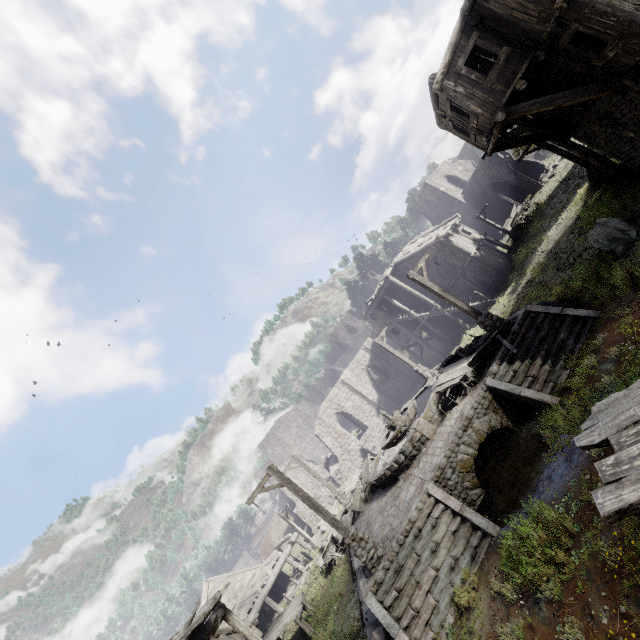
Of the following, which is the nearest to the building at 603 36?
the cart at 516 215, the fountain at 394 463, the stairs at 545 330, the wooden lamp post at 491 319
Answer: the cart at 516 215

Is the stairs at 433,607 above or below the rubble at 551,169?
below

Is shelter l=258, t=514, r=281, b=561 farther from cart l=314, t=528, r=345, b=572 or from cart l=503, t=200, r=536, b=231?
cart l=503, t=200, r=536, b=231

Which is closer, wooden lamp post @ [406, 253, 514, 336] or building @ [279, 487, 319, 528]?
wooden lamp post @ [406, 253, 514, 336]

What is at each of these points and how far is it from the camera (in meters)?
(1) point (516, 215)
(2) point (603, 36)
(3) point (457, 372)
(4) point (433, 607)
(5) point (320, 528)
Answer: (1) cart, 31.38
(2) building, 9.12
(3) broken furniture, 14.21
(4) stairs, 8.66
(5) rubble, 31.72

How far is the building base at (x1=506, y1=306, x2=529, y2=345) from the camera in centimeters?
1245cm

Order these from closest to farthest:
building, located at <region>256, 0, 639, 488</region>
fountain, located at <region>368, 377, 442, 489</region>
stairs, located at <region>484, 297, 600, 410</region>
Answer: building, located at <region>256, 0, 639, 488</region>, stairs, located at <region>484, 297, 600, 410</region>, fountain, located at <region>368, 377, 442, 489</region>

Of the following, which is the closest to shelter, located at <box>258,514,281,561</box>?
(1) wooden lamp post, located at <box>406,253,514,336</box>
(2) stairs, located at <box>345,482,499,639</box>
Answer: (2) stairs, located at <box>345,482,499,639</box>
